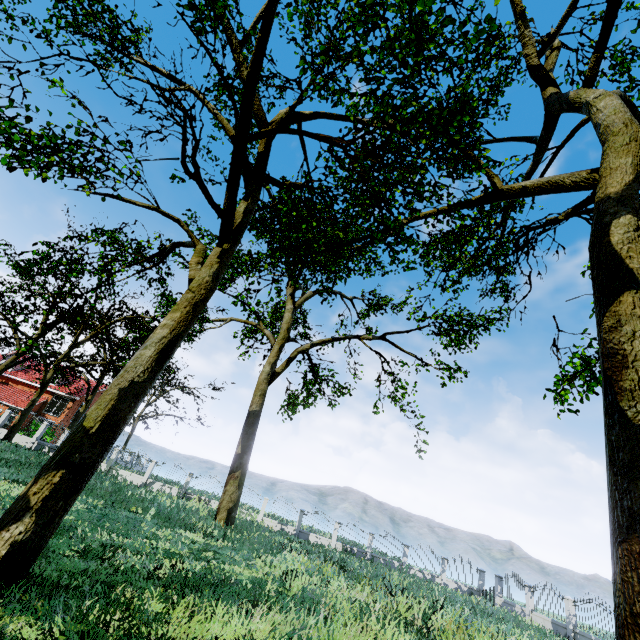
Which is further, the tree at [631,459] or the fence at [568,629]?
the fence at [568,629]

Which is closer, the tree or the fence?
the tree

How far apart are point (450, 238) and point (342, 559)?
16.6m
